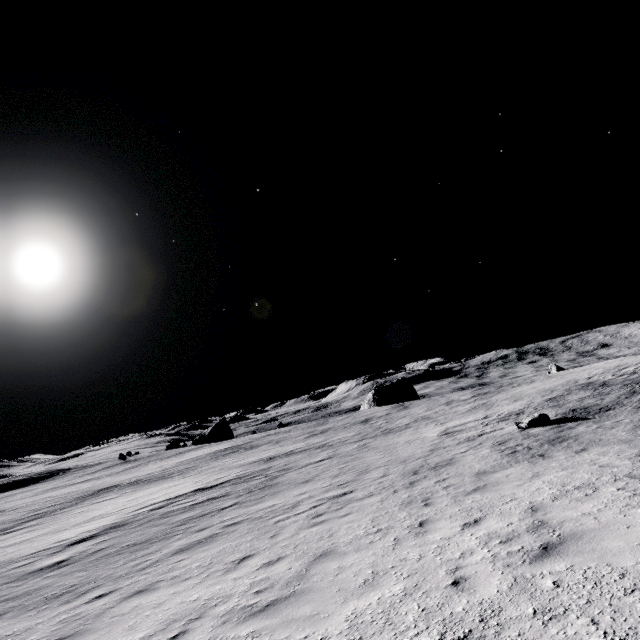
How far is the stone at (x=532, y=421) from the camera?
15.3 meters

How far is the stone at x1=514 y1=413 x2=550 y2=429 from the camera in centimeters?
1531cm

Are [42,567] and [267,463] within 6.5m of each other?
no
